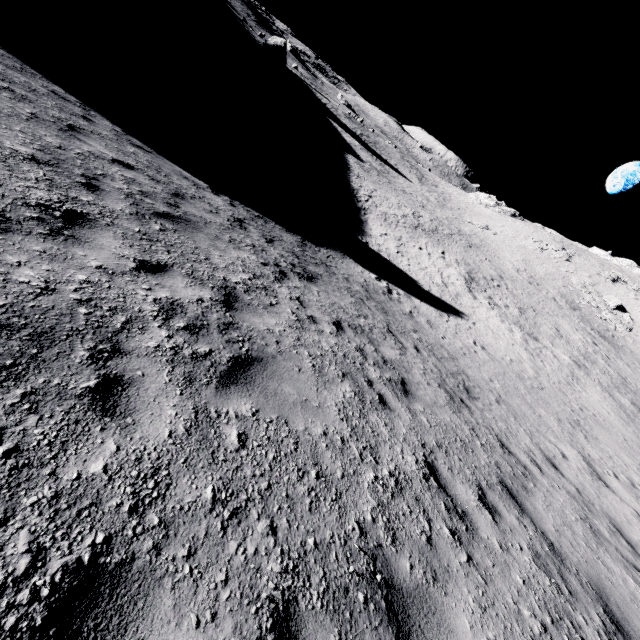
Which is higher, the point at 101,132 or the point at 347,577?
the point at 347,577
